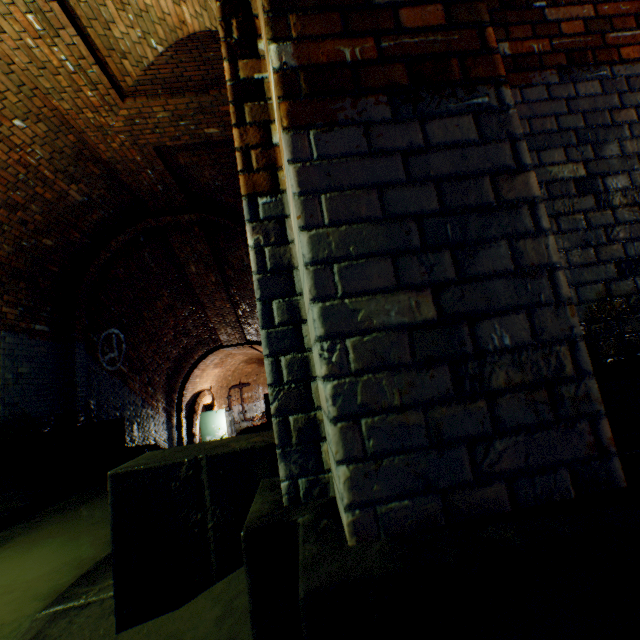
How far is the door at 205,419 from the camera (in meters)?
13.67

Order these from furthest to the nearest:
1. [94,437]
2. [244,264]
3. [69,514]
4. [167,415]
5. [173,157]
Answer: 1. [167,415]
2. [244,264]
3. [94,437]
4. [173,157]
5. [69,514]

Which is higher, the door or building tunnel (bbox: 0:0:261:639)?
building tunnel (bbox: 0:0:261:639)

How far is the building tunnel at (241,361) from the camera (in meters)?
11.73

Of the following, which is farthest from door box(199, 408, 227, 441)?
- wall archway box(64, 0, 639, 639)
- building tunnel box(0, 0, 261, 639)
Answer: wall archway box(64, 0, 639, 639)

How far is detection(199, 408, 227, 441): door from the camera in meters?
13.7
